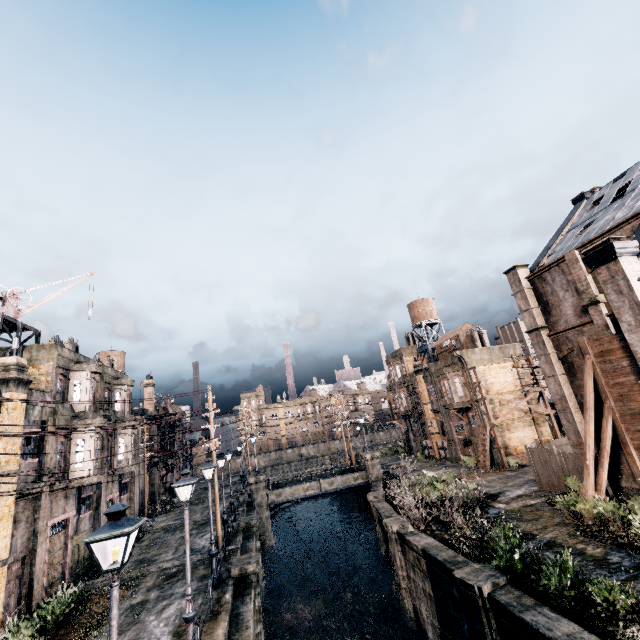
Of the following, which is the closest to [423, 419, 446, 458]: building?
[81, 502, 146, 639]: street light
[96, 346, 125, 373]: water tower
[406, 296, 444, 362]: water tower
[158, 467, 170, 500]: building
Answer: [406, 296, 444, 362]: water tower

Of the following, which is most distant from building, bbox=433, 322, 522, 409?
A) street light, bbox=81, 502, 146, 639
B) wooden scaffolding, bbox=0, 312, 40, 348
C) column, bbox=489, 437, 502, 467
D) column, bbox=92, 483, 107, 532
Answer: column, bbox=92, 483, 107, 532

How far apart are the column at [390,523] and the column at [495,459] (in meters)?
16.25

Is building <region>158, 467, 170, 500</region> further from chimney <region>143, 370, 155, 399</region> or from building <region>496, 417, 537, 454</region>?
building <region>496, 417, 537, 454</region>

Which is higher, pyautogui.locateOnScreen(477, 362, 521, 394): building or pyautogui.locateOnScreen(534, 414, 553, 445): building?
pyautogui.locateOnScreen(477, 362, 521, 394): building

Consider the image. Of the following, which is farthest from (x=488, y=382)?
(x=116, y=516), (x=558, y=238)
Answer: (x=116, y=516)

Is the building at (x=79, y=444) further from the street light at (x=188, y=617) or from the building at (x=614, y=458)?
the building at (x=614, y=458)

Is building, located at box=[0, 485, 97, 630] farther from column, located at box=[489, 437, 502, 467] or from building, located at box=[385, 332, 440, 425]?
column, located at box=[489, 437, 502, 467]
